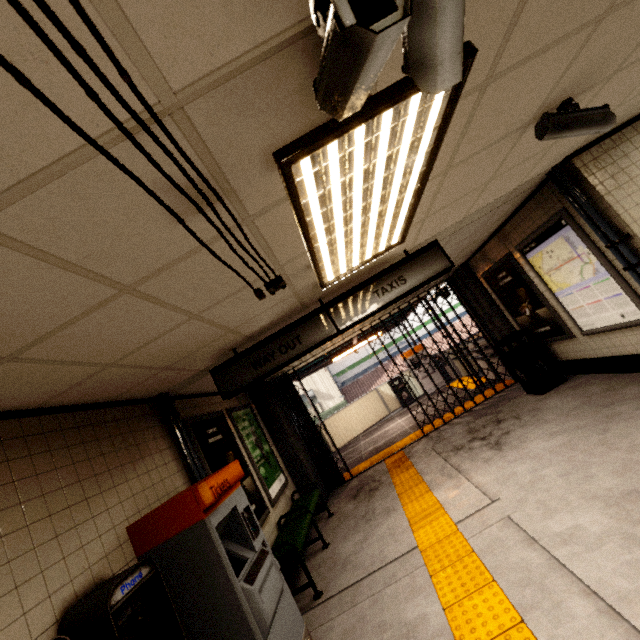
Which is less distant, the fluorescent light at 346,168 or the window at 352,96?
the window at 352,96

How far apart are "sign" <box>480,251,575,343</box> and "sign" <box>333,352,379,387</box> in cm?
1535

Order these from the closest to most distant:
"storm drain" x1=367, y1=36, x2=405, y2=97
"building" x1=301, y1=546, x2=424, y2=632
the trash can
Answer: "storm drain" x1=367, y1=36, x2=405, y2=97
"building" x1=301, y1=546, x2=424, y2=632
the trash can

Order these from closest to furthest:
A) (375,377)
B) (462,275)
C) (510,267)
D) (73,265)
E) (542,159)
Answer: (73,265) < (542,159) < (510,267) < (462,275) < (375,377)

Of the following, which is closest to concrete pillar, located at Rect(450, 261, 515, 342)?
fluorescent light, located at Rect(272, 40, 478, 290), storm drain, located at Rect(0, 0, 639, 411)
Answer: storm drain, located at Rect(0, 0, 639, 411)

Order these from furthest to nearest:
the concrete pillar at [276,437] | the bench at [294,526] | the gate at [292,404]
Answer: the gate at [292,404] → the concrete pillar at [276,437] → the bench at [294,526]

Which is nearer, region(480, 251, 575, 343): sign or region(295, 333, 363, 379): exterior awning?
region(480, 251, 575, 343): sign

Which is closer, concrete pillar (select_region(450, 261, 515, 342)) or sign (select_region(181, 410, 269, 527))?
sign (select_region(181, 410, 269, 527))
